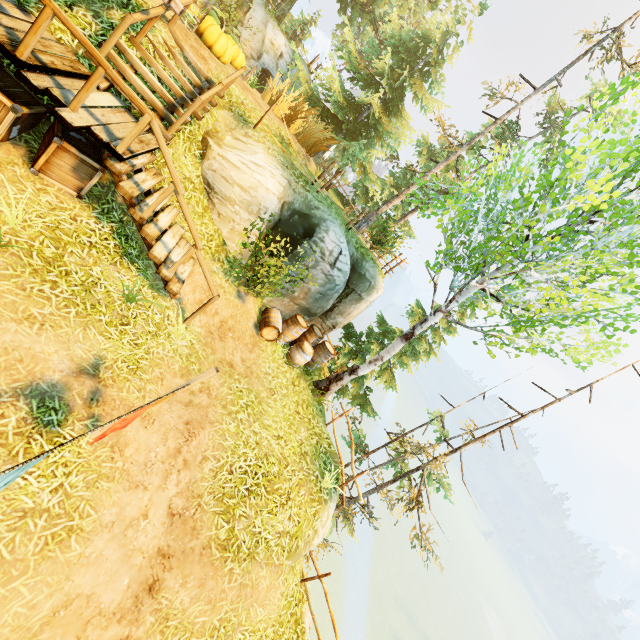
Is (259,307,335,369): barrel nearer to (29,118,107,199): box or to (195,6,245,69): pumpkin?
(29,118,107,199): box

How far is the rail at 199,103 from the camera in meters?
6.6

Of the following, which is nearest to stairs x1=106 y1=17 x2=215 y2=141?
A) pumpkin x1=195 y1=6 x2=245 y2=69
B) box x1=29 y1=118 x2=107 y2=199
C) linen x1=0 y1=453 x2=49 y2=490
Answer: box x1=29 y1=118 x2=107 y2=199

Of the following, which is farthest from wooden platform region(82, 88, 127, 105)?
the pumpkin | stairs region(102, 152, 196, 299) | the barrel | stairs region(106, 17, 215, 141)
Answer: the barrel

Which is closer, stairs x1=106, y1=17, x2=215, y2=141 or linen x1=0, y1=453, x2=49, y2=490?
linen x1=0, y1=453, x2=49, y2=490

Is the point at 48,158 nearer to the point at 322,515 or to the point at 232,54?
the point at 232,54

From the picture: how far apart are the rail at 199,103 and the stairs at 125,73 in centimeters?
2cm

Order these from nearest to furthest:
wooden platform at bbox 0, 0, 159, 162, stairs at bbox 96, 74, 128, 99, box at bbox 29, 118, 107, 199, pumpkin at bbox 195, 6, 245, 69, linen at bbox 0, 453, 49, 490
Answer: linen at bbox 0, 453, 49, 490
wooden platform at bbox 0, 0, 159, 162
box at bbox 29, 118, 107, 199
stairs at bbox 96, 74, 128, 99
pumpkin at bbox 195, 6, 245, 69
